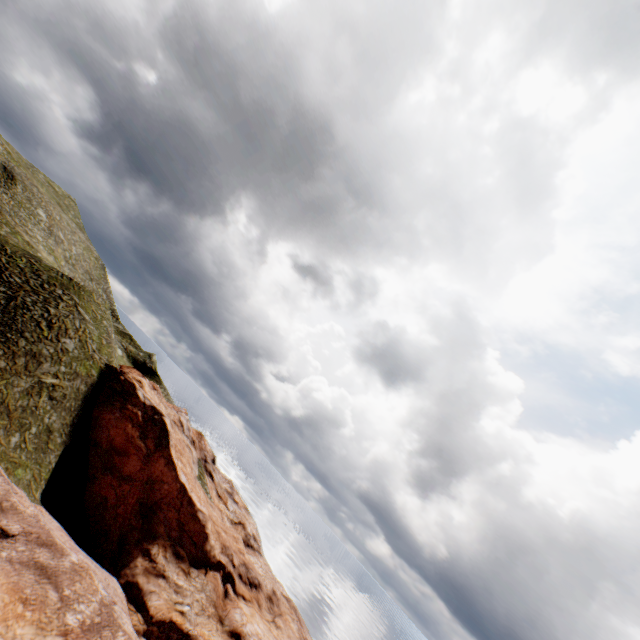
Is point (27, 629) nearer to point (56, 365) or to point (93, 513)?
point (93, 513)
